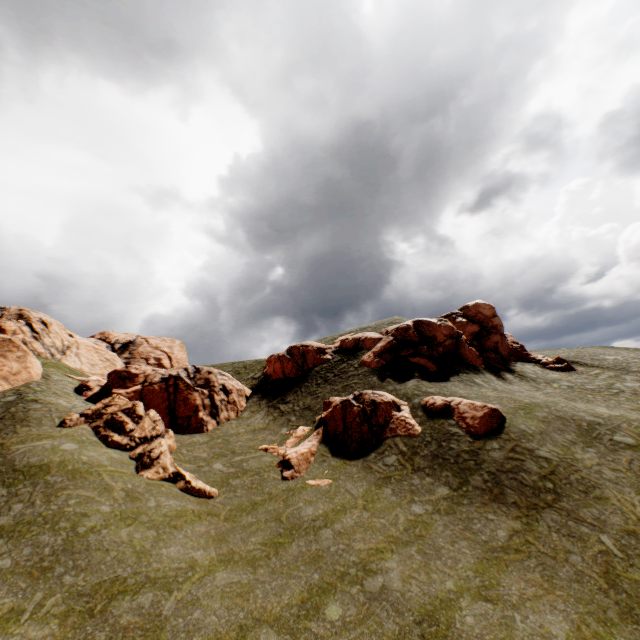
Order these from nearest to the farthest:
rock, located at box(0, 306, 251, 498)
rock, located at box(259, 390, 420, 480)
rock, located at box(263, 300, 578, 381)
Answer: rock, located at box(0, 306, 251, 498)
rock, located at box(259, 390, 420, 480)
rock, located at box(263, 300, 578, 381)

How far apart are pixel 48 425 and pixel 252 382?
20.6 meters

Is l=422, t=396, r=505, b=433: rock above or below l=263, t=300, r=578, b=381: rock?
below

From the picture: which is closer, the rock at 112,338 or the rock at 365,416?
the rock at 112,338

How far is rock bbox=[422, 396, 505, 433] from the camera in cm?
1982

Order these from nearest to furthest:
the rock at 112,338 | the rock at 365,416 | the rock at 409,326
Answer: the rock at 112,338 < the rock at 365,416 < the rock at 409,326

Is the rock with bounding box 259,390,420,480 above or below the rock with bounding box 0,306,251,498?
below
